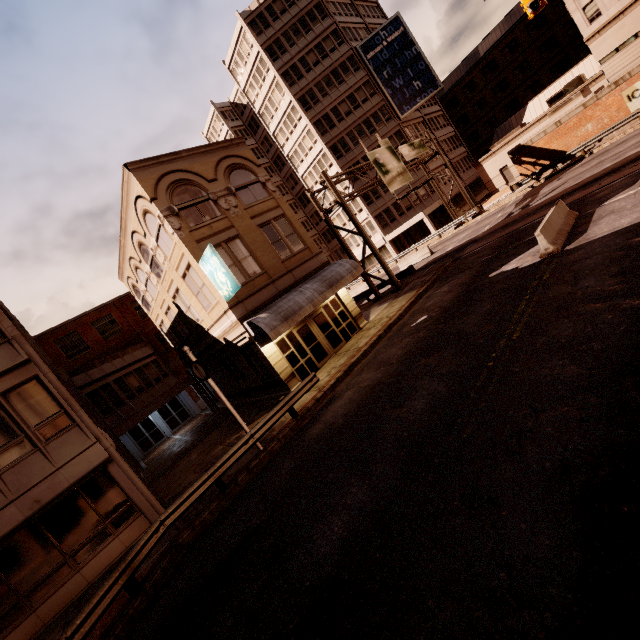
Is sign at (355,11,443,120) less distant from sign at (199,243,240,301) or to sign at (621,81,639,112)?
sign at (621,81,639,112)

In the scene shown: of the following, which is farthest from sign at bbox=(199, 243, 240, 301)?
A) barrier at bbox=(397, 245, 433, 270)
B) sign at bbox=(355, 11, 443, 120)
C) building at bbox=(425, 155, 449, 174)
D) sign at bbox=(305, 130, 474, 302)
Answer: sign at bbox=(355, 11, 443, 120)

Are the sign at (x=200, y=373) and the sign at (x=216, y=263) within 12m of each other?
yes

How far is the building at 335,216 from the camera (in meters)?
48.00

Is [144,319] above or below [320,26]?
below

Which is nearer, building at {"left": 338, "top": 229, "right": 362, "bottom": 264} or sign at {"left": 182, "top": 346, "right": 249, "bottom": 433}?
sign at {"left": 182, "top": 346, "right": 249, "bottom": 433}

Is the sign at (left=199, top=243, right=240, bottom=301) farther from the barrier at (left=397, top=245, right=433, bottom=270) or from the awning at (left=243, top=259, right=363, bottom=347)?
the barrier at (left=397, top=245, right=433, bottom=270)

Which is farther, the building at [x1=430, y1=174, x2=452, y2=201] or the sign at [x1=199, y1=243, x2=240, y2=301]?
the building at [x1=430, y1=174, x2=452, y2=201]
